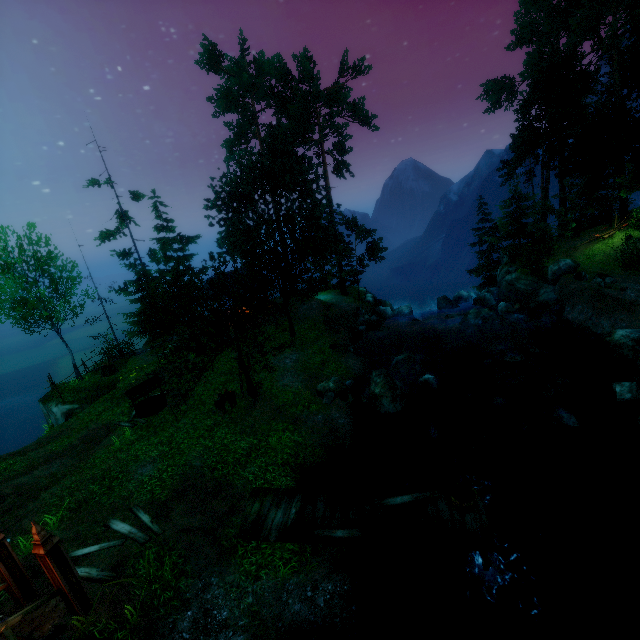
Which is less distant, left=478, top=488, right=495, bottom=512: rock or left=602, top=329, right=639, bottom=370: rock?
left=478, top=488, right=495, bottom=512: rock

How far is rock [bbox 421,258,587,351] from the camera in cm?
2214

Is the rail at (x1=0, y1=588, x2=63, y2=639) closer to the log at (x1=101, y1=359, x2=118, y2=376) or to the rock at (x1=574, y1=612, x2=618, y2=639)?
the rock at (x1=574, y1=612, x2=618, y2=639)

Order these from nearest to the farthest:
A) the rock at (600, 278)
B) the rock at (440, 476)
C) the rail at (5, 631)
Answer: the rail at (5, 631)
the rock at (440, 476)
the rock at (600, 278)

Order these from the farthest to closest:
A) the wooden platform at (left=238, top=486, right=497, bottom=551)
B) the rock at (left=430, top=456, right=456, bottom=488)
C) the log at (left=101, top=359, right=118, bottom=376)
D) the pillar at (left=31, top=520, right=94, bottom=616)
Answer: the log at (left=101, top=359, right=118, bottom=376)
the rock at (left=430, top=456, right=456, bottom=488)
the wooden platform at (left=238, top=486, right=497, bottom=551)
the pillar at (left=31, top=520, right=94, bottom=616)

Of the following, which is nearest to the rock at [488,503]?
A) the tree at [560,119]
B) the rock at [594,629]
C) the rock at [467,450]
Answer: the rock at [467,450]

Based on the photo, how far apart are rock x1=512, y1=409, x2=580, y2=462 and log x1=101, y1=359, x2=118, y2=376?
24.62m

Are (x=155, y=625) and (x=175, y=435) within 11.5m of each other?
yes
